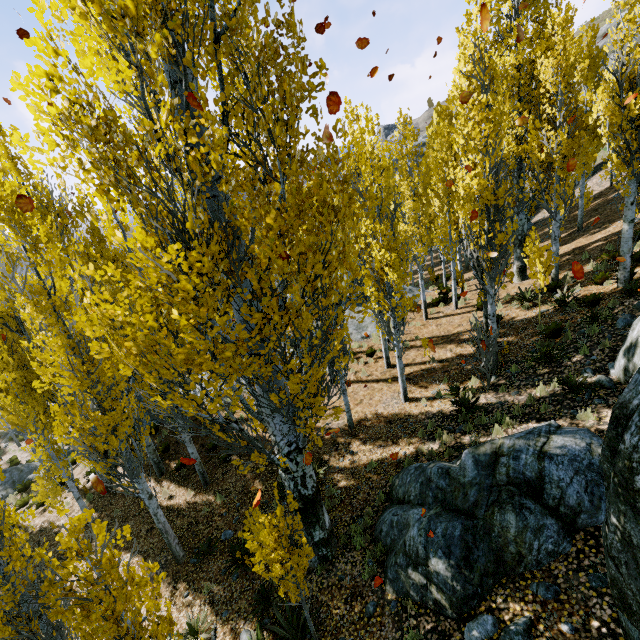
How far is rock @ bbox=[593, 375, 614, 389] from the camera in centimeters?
741cm

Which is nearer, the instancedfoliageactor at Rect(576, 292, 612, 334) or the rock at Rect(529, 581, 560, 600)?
the rock at Rect(529, 581, 560, 600)

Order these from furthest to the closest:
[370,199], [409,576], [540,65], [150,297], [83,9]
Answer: [540,65]
[409,576]
[370,199]
[150,297]
[83,9]

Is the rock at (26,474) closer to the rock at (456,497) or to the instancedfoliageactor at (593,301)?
the instancedfoliageactor at (593,301)

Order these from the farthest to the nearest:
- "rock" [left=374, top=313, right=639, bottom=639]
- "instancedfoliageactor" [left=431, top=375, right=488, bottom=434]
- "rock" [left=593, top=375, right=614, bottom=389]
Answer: "instancedfoliageactor" [left=431, top=375, right=488, bottom=434], "rock" [left=593, top=375, right=614, bottom=389], "rock" [left=374, top=313, right=639, bottom=639]

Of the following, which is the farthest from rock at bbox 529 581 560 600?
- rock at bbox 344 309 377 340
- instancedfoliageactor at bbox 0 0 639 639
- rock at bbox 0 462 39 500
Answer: rock at bbox 0 462 39 500

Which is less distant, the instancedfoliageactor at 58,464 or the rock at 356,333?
the instancedfoliageactor at 58,464

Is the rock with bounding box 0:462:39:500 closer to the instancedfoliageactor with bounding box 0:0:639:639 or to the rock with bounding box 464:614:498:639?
the instancedfoliageactor with bounding box 0:0:639:639
